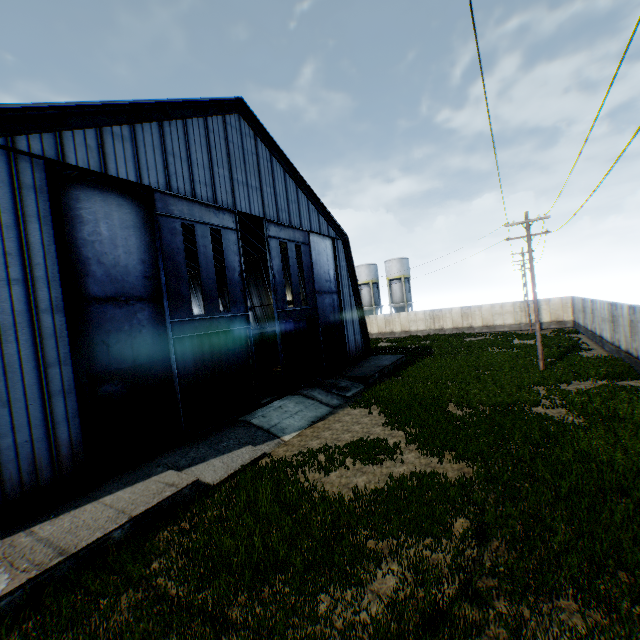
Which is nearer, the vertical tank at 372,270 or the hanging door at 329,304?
the hanging door at 329,304

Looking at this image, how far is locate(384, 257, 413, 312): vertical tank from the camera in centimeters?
5366cm

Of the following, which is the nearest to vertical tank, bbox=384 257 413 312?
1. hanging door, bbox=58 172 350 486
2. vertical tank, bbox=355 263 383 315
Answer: vertical tank, bbox=355 263 383 315

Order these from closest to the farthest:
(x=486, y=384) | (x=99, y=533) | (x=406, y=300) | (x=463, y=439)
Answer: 1. (x=99, y=533)
2. (x=463, y=439)
3. (x=486, y=384)
4. (x=406, y=300)

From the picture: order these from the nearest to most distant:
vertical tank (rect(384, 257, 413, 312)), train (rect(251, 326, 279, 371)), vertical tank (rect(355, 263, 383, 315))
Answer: train (rect(251, 326, 279, 371)) → vertical tank (rect(384, 257, 413, 312)) → vertical tank (rect(355, 263, 383, 315))

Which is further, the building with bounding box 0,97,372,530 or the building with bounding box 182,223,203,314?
the building with bounding box 182,223,203,314

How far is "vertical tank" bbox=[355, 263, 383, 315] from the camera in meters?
56.7

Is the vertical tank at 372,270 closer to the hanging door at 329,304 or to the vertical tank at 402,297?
the vertical tank at 402,297
